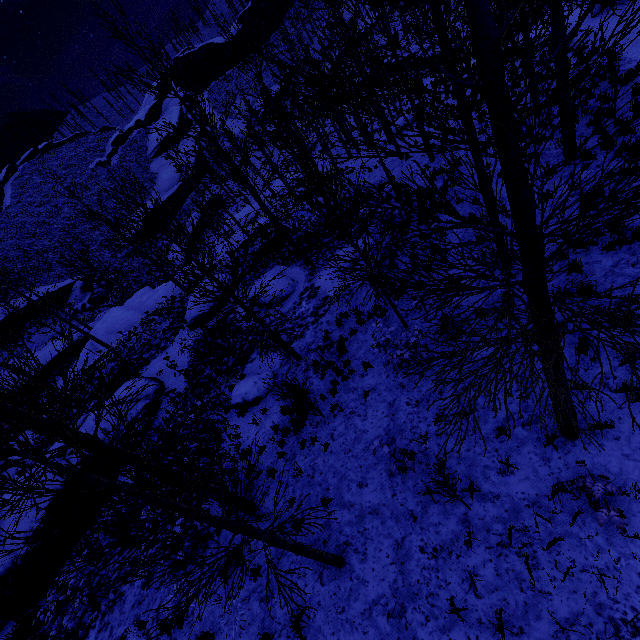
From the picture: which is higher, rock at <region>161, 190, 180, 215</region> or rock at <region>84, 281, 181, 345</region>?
rock at <region>161, 190, 180, 215</region>

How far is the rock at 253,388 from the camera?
11.4 meters

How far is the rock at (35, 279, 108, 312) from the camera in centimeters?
4216cm

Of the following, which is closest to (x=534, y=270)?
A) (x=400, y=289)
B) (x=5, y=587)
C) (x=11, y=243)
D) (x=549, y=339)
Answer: (x=549, y=339)

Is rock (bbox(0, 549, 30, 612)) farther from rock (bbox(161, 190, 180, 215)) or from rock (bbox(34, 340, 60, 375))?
rock (bbox(161, 190, 180, 215))

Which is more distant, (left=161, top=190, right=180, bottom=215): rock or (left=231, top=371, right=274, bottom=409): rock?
(left=161, top=190, right=180, bottom=215): rock

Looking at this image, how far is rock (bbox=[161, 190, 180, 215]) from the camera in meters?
57.7 m

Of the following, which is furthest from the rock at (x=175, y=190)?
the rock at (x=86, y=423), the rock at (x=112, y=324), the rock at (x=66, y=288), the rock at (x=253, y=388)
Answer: the rock at (x=253, y=388)
